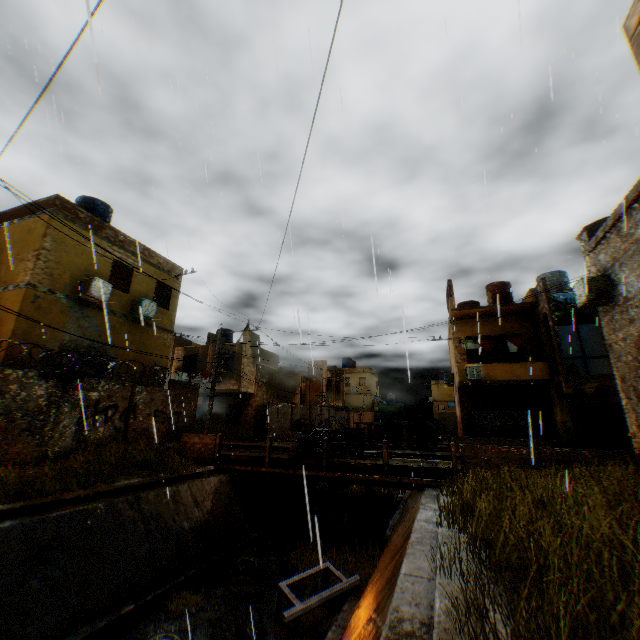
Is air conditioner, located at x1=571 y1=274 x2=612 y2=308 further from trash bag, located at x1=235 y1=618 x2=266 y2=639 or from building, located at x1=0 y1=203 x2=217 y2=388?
trash bag, located at x1=235 y1=618 x2=266 y2=639

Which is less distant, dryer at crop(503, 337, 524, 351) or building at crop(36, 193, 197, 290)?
building at crop(36, 193, 197, 290)

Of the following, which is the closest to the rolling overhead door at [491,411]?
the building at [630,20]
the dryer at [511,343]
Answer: the building at [630,20]

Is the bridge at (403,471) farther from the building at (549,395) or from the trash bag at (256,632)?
the trash bag at (256,632)

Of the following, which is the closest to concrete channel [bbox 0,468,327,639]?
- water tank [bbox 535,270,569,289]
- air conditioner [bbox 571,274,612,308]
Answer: air conditioner [bbox 571,274,612,308]

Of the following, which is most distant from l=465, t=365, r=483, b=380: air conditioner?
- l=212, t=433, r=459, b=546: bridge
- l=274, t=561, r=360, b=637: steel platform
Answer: l=274, t=561, r=360, b=637: steel platform

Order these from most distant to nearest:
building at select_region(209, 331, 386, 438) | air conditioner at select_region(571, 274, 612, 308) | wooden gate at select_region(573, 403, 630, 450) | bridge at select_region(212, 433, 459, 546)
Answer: building at select_region(209, 331, 386, 438)
wooden gate at select_region(573, 403, 630, 450)
bridge at select_region(212, 433, 459, 546)
air conditioner at select_region(571, 274, 612, 308)

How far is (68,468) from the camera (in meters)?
9.92
